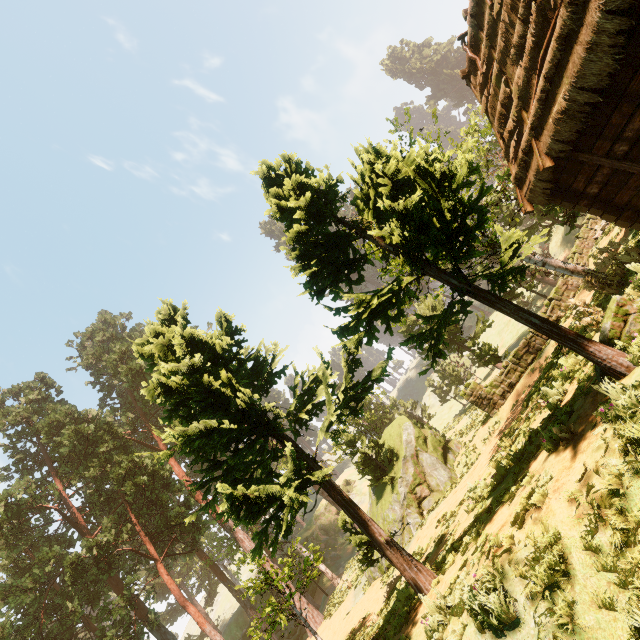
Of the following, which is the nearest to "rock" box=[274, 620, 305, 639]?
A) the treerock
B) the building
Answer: the treerock

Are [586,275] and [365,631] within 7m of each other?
no

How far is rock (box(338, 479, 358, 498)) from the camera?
53.33m

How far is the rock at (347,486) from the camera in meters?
53.3

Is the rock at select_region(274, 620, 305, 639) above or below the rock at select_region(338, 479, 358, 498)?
below

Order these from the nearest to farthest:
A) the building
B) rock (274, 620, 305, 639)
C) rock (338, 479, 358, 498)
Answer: the building
rock (274, 620, 305, 639)
rock (338, 479, 358, 498)
